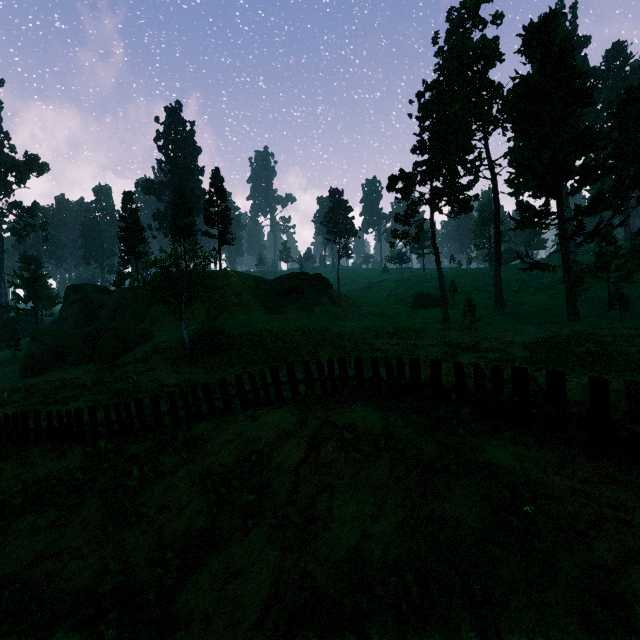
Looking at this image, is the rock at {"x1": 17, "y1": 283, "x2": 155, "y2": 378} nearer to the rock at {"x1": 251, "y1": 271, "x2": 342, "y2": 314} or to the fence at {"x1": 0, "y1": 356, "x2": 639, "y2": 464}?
the rock at {"x1": 251, "y1": 271, "x2": 342, "y2": 314}

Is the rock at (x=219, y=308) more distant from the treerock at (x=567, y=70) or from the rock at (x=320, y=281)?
the treerock at (x=567, y=70)

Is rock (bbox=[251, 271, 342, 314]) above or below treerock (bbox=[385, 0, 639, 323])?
below

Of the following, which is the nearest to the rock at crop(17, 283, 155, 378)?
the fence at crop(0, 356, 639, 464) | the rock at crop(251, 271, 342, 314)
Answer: the rock at crop(251, 271, 342, 314)

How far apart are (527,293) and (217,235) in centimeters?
5504cm

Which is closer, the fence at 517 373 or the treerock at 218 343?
the fence at 517 373

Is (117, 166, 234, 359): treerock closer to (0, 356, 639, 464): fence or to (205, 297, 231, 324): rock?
(205, 297, 231, 324): rock

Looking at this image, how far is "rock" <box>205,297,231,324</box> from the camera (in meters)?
41.34
